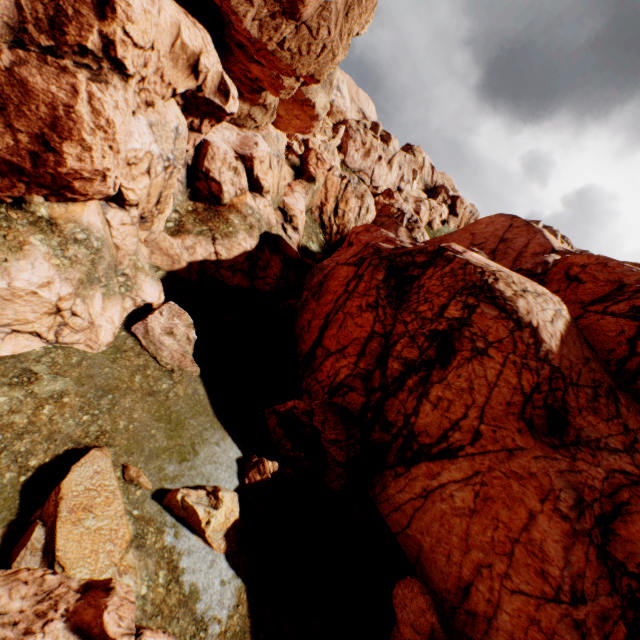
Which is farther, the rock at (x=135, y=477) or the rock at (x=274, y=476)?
the rock at (x=274, y=476)

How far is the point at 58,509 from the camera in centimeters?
786cm

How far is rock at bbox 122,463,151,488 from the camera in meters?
9.9 m

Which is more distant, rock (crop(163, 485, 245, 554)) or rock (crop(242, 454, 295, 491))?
rock (crop(242, 454, 295, 491))

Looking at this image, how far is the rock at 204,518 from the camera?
10.0m

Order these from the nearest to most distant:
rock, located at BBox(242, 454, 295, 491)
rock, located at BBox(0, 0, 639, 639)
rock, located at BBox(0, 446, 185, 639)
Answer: rock, located at BBox(0, 446, 185, 639), rock, located at BBox(0, 0, 639, 639), rock, located at BBox(242, 454, 295, 491)
